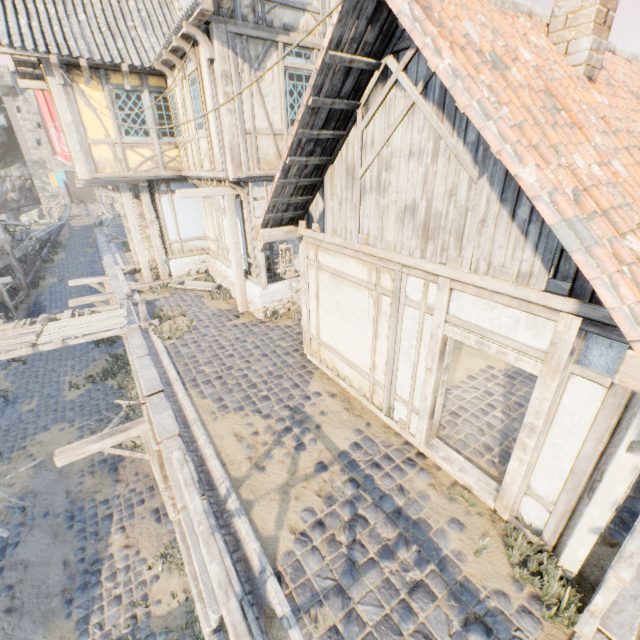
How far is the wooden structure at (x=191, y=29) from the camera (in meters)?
6.61

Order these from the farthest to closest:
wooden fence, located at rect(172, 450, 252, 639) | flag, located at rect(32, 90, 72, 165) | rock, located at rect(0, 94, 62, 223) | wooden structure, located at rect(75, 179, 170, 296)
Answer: rock, located at rect(0, 94, 62, 223), flag, located at rect(32, 90, 72, 165), wooden structure, located at rect(75, 179, 170, 296), wooden fence, located at rect(172, 450, 252, 639)

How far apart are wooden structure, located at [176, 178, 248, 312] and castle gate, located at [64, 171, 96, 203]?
46.98m

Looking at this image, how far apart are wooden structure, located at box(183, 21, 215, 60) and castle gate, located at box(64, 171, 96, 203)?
48.0m

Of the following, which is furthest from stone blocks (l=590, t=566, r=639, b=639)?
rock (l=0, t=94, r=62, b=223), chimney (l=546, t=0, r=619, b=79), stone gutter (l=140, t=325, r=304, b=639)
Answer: rock (l=0, t=94, r=62, b=223)

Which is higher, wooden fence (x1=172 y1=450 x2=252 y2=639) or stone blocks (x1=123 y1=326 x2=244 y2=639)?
wooden fence (x1=172 y1=450 x2=252 y2=639)

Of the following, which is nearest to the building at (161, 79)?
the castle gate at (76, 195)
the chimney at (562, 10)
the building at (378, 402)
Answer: the building at (378, 402)

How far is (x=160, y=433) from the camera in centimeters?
554cm
